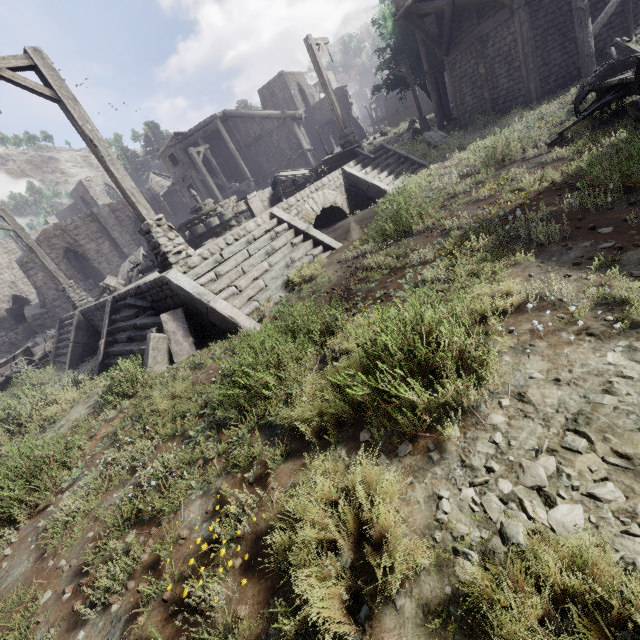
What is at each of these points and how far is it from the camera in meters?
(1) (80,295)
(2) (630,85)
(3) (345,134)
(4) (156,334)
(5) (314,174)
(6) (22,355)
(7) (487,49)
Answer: (1) wooden lamp post, 14.5
(2) cart, 6.4
(3) wooden lamp post, 13.7
(4) stairs, 6.7
(5) broken furniture, 12.6
(6) cart, 15.0
(7) building, 15.4

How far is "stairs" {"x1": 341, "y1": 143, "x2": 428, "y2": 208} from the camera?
11.6m

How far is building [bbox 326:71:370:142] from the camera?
37.1m

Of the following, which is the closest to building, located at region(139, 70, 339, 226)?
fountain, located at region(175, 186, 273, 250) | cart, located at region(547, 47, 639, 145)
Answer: cart, located at region(547, 47, 639, 145)

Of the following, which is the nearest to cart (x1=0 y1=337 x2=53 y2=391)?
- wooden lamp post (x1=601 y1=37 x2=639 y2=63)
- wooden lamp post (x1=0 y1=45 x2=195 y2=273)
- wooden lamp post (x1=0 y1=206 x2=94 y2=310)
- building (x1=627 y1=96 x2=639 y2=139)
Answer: wooden lamp post (x1=0 y1=206 x2=94 y2=310)

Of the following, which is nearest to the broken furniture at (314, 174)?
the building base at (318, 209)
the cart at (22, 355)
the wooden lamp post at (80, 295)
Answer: the building base at (318, 209)

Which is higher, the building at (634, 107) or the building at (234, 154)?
the building at (234, 154)

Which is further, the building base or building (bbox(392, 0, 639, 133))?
building (bbox(392, 0, 639, 133))
